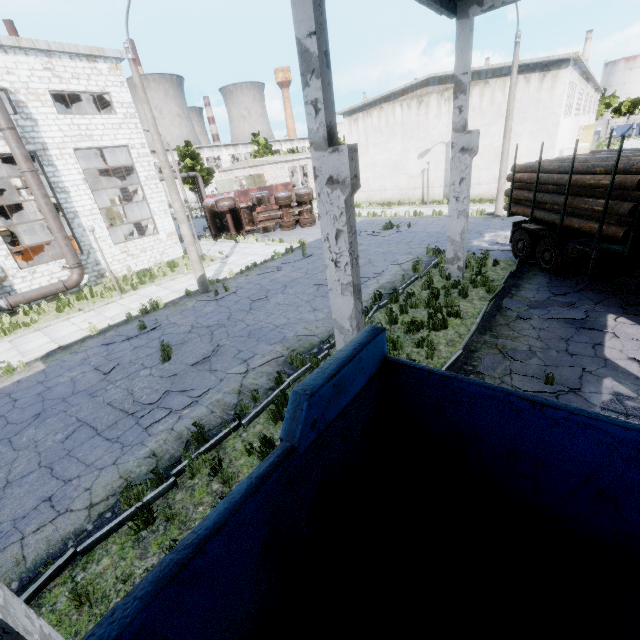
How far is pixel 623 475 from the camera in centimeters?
214cm

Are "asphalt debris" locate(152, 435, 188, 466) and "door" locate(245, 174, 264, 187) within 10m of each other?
no

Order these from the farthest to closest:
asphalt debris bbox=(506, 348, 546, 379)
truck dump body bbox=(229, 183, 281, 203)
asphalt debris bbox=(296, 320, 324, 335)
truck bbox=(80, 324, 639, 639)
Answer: truck dump body bbox=(229, 183, 281, 203) < asphalt debris bbox=(296, 320, 324, 335) < asphalt debris bbox=(506, 348, 546, 379) < truck bbox=(80, 324, 639, 639)

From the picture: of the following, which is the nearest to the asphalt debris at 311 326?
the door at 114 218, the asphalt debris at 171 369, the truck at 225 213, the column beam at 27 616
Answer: the asphalt debris at 171 369

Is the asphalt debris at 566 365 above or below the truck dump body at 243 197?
below

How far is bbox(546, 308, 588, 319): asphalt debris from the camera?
8.27m

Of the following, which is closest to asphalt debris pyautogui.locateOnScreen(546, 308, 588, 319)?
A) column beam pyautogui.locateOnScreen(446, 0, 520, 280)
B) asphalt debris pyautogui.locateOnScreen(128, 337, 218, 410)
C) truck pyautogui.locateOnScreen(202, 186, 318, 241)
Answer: column beam pyautogui.locateOnScreen(446, 0, 520, 280)

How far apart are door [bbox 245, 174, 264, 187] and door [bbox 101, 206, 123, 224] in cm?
1391
